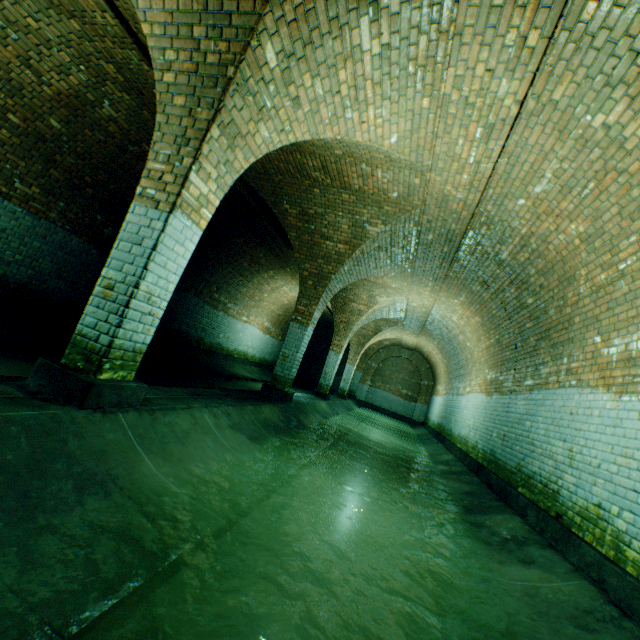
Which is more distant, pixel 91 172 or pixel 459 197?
pixel 91 172

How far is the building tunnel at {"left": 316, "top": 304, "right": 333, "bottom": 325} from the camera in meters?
18.0 m

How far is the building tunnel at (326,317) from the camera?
18.0m

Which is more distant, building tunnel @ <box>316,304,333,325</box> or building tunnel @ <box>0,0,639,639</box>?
building tunnel @ <box>316,304,333,325</box>

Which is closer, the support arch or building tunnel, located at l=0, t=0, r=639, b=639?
building tunnel, located at l=0, t=0, r=639, b=639

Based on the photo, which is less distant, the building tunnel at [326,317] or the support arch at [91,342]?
the support arch at [91,342]

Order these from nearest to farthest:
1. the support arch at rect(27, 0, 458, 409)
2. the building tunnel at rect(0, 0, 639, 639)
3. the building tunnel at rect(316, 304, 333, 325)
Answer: the building tunnel at rect(0, 0, 639, 639)
the support arch at rect(27, 0, 458, 409)
the building tunnel at rect(316, 304, 333, 325)
